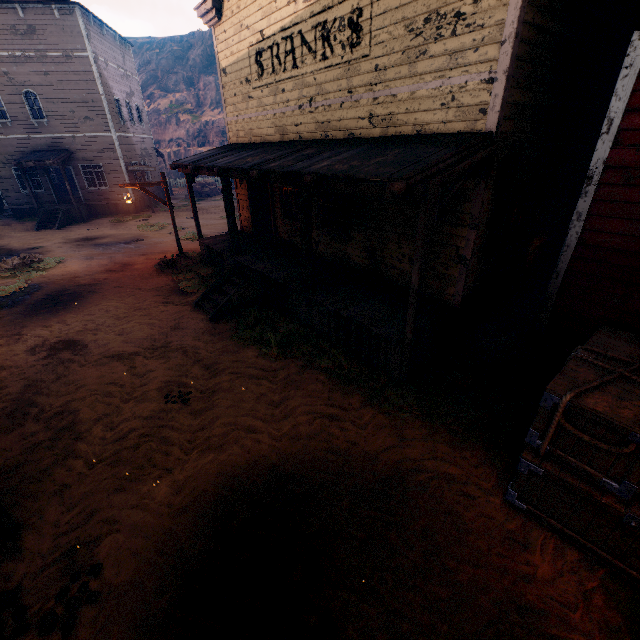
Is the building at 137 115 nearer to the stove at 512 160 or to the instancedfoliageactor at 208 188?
the stove at 512 160

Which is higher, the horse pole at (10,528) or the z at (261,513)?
the horse pole at (10,528)

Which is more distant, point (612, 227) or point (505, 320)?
point (505, 320)

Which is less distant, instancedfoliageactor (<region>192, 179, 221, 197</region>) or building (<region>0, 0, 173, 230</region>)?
building (<region>0, 0, 173, 230</region>)

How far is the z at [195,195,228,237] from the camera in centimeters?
1798cm

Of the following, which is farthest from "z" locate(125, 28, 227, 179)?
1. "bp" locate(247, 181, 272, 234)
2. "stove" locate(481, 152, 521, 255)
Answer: "stove" locate(481, 152, 521, 255)

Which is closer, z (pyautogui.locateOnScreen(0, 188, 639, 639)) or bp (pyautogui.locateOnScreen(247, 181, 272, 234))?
z (pyautogui.locateOnScreen(0, 188, 639, 639))
